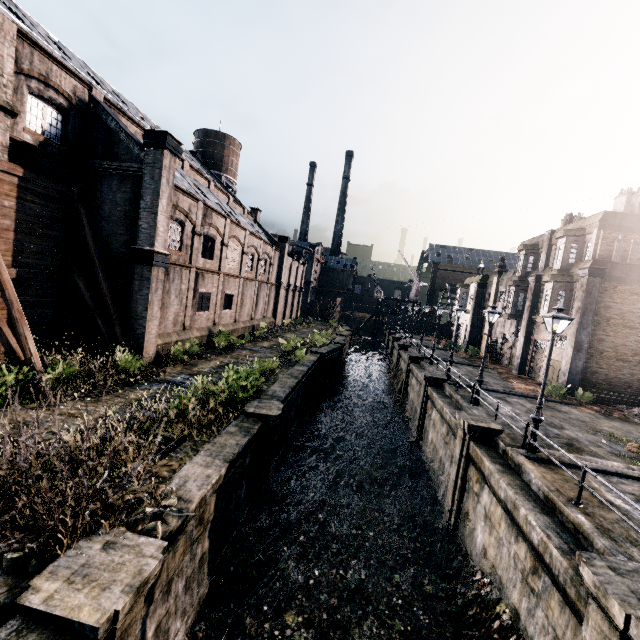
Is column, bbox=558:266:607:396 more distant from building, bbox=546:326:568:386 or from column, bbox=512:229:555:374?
column, bbox=512:229:555:374

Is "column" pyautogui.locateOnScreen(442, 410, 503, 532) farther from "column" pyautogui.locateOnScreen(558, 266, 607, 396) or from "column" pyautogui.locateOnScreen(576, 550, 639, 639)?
"column" pyautogui.locateOnScreen(558, 266, 607, 396)

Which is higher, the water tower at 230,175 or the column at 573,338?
the water tower at 230,175

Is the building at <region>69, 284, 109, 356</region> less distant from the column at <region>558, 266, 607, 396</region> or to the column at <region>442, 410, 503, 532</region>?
the column at <region>442, 410, 503, 532</region>

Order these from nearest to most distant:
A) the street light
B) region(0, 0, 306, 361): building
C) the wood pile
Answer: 1. the street light
2. region(0, 0, 306, 361): building
3. the wood pile

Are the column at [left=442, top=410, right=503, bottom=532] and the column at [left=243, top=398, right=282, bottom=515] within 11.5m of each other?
yes

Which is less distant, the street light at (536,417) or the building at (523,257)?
the street light at (536,417)

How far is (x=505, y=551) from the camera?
10.3m
